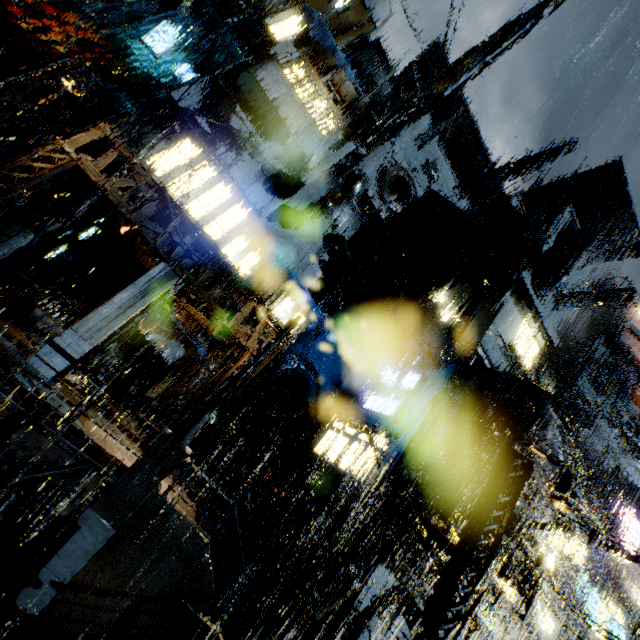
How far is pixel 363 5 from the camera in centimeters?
3200cm

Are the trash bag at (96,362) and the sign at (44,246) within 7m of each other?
yes

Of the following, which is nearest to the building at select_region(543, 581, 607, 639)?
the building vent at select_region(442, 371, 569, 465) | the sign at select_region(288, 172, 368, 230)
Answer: the building vent at select_region(442, 371, 569, 465)

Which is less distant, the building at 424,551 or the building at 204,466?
the building at 424,551

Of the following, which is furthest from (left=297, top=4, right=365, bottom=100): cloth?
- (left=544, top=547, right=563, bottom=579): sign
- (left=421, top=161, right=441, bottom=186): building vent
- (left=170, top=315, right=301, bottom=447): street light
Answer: (left=544, top=547, right=563, bottom=579): sign

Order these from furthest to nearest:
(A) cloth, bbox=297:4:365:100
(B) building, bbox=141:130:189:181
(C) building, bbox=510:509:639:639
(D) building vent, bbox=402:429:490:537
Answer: (A) cloth, bbox=297:4:365:100, (B) building, bbox=141:130:189:181, (D) building vent, bbox=402:429:490:537, (C) building, bbox=510:509:639:639

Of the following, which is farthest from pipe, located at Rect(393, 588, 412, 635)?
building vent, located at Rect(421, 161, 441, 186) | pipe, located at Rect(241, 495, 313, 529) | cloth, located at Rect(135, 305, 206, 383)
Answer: building vent, located at Rect(421, 161, 441, 186)

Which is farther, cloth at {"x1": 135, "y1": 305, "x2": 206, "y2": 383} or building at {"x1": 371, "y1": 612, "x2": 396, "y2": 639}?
cloth at {"x1": 135, "y1": 305, "x2": 206, "y2": 383}
